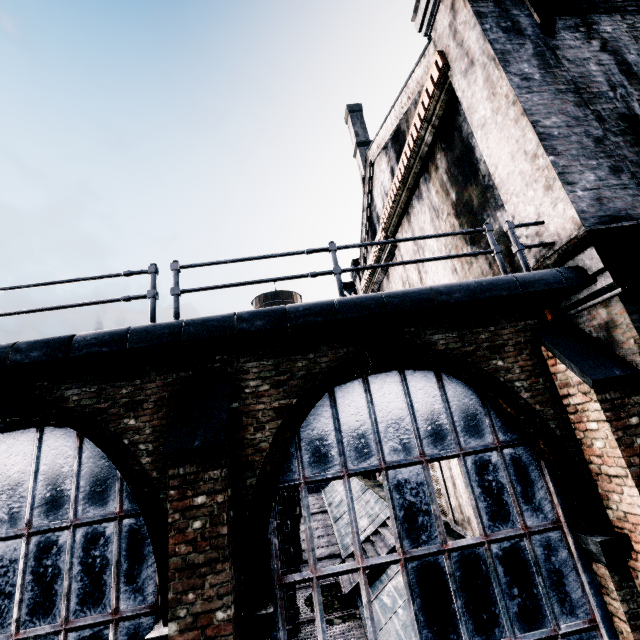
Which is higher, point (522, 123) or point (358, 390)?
point (522, 123)

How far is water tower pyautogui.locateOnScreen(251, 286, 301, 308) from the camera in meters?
42.8

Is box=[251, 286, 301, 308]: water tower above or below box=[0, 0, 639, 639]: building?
above

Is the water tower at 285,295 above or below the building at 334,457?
above

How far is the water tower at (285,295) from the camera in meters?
42.8 m

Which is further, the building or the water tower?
the water tower
